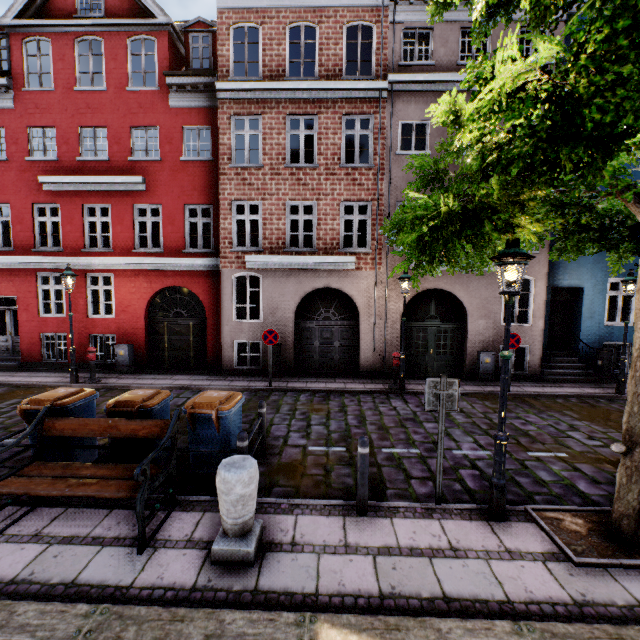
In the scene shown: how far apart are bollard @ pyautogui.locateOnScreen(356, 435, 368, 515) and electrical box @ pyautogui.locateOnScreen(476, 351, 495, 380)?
8.8 meters

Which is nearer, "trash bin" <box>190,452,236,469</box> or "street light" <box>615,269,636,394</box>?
"trash bin" <box>190,452,236,469</box>

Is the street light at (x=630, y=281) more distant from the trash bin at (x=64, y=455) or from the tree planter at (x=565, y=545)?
the trash bin at (x=64, y=455)

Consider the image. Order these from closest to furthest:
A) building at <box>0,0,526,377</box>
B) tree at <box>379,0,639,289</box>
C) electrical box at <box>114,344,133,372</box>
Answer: tree at <box>379,0,639,289</box>, building at <box>0,0,526,377</box>, electrical box at <box>114,344,133,372</box>

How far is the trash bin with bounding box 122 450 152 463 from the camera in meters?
5.4 m

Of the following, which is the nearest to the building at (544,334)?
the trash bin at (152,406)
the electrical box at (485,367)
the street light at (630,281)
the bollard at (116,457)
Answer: the electrical box at (485,367)

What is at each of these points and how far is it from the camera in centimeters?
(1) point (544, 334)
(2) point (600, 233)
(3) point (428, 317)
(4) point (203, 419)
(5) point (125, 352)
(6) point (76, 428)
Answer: (1) building, 1217cm
(2) tree, 538cm
(3) building, 1223cm
(4) trash bin, 521cm
(5) electrical box, 1231cm
(6) bench, 473cm

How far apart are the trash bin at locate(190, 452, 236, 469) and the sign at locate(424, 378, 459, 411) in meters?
3.0
